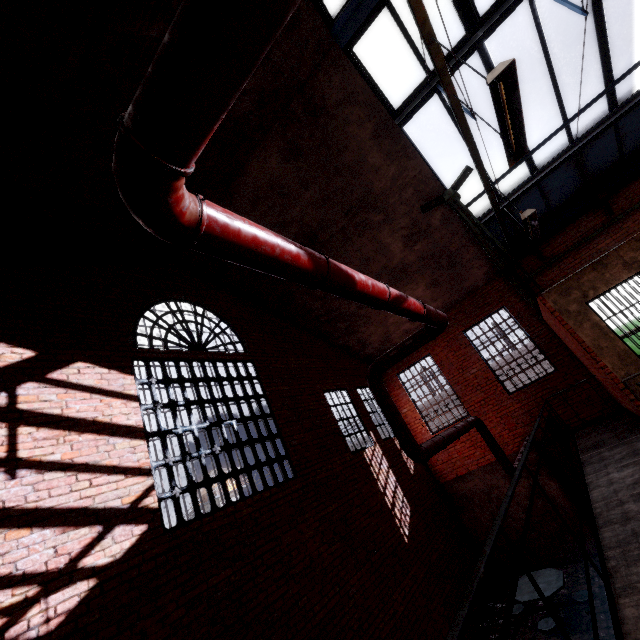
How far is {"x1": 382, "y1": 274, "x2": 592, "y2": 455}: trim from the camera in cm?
988

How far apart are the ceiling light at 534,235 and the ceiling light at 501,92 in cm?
142

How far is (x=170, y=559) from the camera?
4.5 meters

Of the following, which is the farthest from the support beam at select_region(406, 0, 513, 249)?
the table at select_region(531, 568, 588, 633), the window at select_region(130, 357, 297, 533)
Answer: the table at select_region(531, 568, 588, 633)

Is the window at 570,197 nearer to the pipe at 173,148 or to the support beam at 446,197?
the support beam at 446,197

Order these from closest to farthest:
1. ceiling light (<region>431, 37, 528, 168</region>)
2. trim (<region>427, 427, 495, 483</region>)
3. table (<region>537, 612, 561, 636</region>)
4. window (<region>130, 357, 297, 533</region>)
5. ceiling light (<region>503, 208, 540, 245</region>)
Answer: ceiling light (<region>431, 37, 528, 168</region>), ceiling light (<region>503, 208, 540, 245</region>), window (<region>130, 357, 297, 533</region>), table (<region>537, 612, 561, 636</region>), trim (<region>427, 427, 495, 483</region>)

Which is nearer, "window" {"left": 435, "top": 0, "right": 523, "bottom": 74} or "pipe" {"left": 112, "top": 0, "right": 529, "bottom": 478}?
"pipe" {"left": 112, "top": 0, "right": 529, "bottom": 478}
